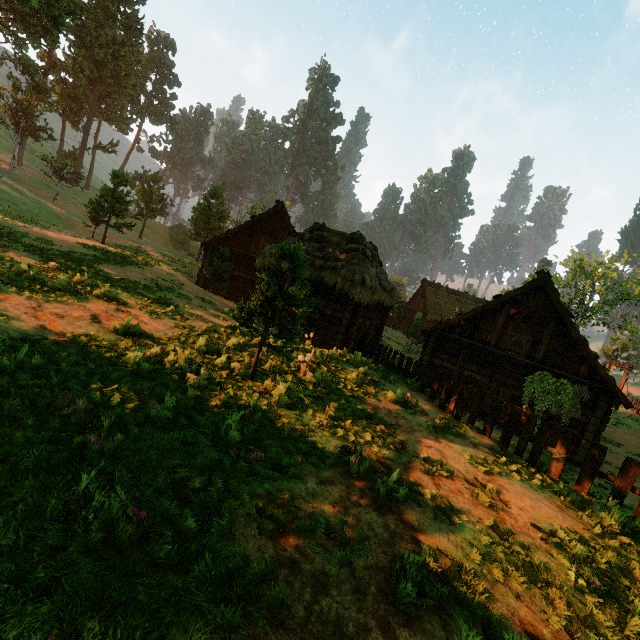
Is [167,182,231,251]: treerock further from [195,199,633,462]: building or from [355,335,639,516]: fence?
[355,335,639,516]: fence

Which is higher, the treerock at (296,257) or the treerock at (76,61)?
the treerock at (76,61)

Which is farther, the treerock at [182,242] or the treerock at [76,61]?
the treerock at [182,242]

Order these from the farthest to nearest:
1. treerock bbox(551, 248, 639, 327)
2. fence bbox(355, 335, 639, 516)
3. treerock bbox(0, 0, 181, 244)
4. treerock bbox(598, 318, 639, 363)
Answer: treerock bbox(598, 318, 639, 363), treerock bbox(551, 248, 639, 327), treerock bbox(0, 0, 181, 244), fence bbox(355, 335, 639, 516)

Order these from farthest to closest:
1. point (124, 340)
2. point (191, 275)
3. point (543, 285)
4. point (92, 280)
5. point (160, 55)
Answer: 1. point (160, 55)
2. point (191, 275)
3. point (543, 285)
4. point (92, 280)
5. point (124, 340)

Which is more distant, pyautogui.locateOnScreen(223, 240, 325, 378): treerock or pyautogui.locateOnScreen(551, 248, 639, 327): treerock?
pyautogui.locateOnScreen(551, 248, 639, 327): treerock

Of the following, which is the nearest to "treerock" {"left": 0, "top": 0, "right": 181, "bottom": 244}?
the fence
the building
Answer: the building
